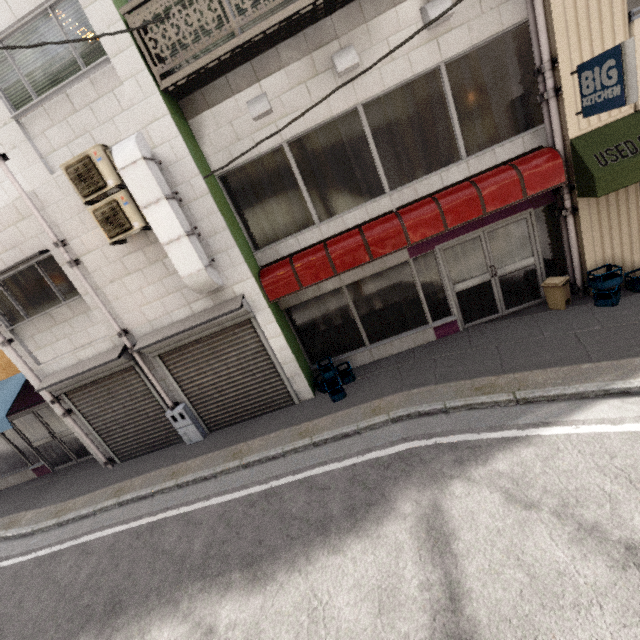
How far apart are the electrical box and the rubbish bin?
8.0m

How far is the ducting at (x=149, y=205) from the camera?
5.18m

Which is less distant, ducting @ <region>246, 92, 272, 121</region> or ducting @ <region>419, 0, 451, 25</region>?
ducting @ <region>419, 0, 451, 25</region>

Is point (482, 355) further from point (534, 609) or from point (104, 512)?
point (104, 512)

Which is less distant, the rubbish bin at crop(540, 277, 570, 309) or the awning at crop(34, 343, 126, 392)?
the rubbish bin at crop(540, 277, 570, 309)

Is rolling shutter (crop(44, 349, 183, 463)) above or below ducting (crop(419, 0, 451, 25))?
below

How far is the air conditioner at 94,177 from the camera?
5.28m

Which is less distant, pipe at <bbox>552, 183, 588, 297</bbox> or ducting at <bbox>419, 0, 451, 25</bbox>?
ducting at <bbox>419, 0, 451, 25</bbox>
